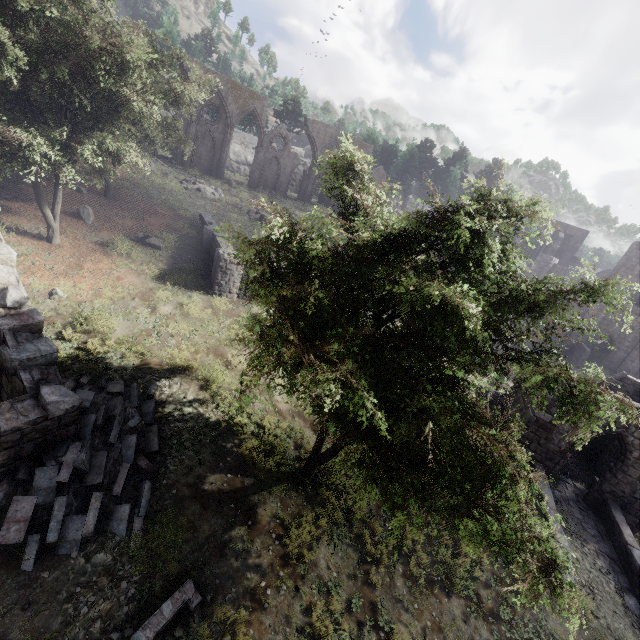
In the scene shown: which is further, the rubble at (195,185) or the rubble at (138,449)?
the rubble at (195,185)

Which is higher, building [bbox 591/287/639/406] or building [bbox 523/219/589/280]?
building [bbox 523/219/589/280]

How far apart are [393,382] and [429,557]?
7.39m

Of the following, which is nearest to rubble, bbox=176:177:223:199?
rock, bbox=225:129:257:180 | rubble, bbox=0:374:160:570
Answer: rock, bbox=225:129:257:180

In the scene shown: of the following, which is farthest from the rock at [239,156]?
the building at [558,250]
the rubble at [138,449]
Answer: the rubble at [138,449]

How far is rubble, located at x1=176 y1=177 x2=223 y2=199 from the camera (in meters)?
29.06

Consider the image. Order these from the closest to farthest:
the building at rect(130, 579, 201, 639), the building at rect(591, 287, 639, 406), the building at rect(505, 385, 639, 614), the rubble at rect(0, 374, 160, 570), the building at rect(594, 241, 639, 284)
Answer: the building at rect(130, 579, 201, 639) < the rubble at rect(0, 374, 160, 570) < the building at rect(505, 385, 639, 614) < the building at rect(591, 287, 639, 406) < the building at rect(594, 241, 639, 284)

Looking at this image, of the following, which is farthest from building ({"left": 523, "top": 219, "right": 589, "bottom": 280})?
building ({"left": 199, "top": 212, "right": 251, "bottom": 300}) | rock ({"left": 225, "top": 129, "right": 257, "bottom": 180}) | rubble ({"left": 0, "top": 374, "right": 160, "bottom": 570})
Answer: rubble ({"left": 0, "top": 374, "right": 160, "bottom": 570})
